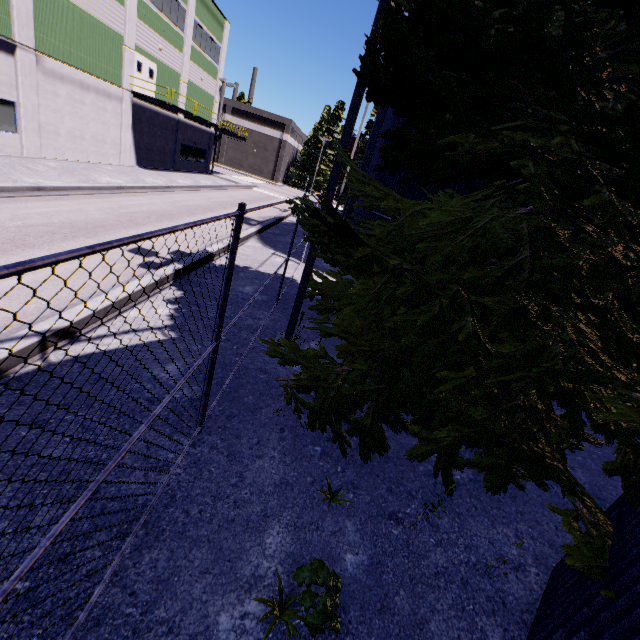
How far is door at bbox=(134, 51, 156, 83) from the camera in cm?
2312

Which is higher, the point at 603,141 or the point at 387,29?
the point at 387,29

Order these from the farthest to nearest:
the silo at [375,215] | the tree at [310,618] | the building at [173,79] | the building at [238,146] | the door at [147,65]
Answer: the building at [238,146] → the door at [147,65] → the building at [173,79] → the silo at [375,215] → the tree at [310,618]

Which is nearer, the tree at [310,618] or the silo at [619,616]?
the silo at [619,616]

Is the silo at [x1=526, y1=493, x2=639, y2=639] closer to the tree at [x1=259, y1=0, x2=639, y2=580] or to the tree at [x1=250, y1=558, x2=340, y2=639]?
the tree at [x1=259, y1=0, x2=639, y2=580]

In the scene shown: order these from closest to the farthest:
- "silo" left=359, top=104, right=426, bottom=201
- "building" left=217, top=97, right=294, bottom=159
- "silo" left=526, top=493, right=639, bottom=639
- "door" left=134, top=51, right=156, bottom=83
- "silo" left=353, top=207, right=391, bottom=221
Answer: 1. "silo" left=526, top=493, right=639, bottom=639
2. "silo" left=359, top=104, right=426, bottom=201
3. "silo" left=353, top=207, right=391, bottom=221
4. "door" left=134, top=51, right=156, bottom=83
5. "building" left=217, top=97, right=294, bottom=159

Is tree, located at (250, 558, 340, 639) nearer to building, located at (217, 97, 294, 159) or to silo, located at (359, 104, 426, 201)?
silo, located at (359, 104, 426, 201)

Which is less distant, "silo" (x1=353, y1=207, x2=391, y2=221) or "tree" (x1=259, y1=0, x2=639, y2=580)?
"tree" (x1=259, y1=0, x2=639, y2=580)
